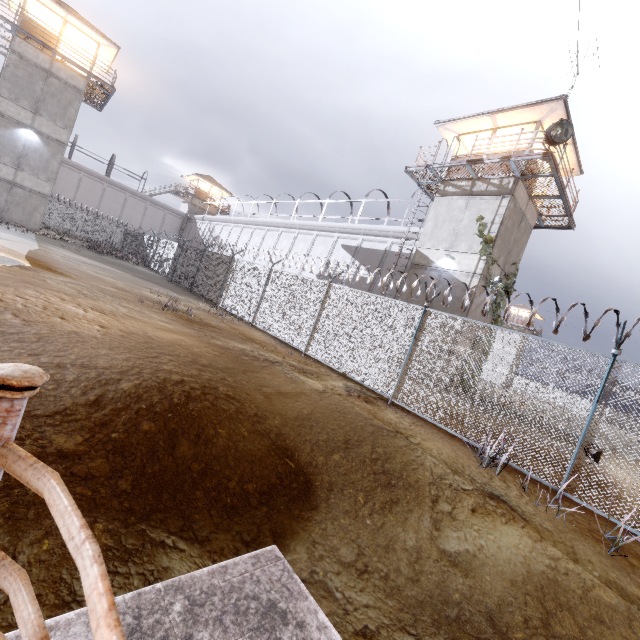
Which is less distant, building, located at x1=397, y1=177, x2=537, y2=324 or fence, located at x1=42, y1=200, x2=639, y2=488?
fence, located at x1=42, y1=200, x2=639, y2=488

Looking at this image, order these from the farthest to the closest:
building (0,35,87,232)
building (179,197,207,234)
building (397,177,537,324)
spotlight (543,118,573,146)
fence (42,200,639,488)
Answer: building (179,197,207,234) → building (0,35,87,232) → building (397,177,537,324) → spotlight (543,118,573,146) → fence (42,200,639,488)

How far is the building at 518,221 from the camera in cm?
1543

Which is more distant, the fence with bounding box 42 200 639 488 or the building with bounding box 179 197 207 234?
the building with bounding box 179 197 207 234

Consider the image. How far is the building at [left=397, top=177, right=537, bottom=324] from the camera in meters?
15.4 m

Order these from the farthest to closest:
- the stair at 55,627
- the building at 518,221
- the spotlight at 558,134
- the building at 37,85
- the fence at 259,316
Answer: the building at 37,85, the building at 518,221, the spotlight at 558,134, the fence at 259,316, the stair at 55,627

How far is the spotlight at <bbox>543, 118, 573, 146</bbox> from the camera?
12.75m

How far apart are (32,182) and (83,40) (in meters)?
11.29
